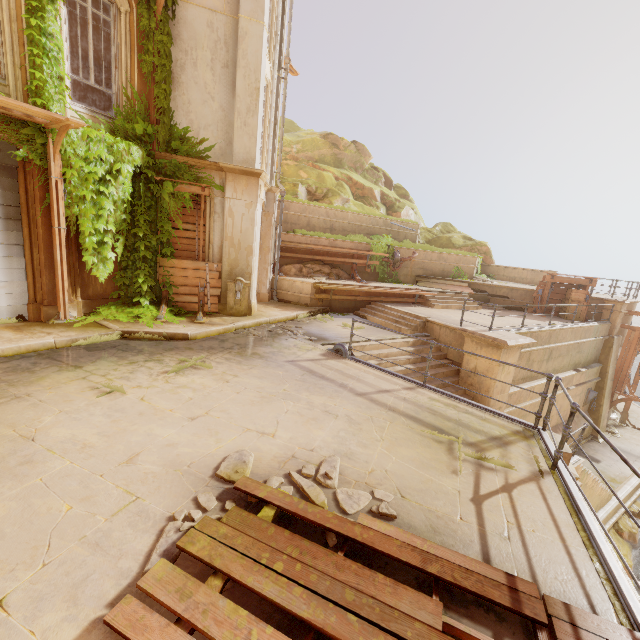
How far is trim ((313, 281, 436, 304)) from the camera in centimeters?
1312cm

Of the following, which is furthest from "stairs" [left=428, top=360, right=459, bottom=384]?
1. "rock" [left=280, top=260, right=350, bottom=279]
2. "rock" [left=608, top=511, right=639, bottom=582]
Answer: "rock" [left=608, top=511, right=639, bottom=582]

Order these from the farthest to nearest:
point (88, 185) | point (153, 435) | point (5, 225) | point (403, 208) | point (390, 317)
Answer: point (403, 208)
point (390, 317)
point (88, 185)
point (5, 225)
point (153, 435)

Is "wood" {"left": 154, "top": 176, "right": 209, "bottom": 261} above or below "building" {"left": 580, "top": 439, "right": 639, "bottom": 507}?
above

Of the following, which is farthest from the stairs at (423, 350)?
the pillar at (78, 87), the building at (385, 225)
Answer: the pillar at (78, 87)

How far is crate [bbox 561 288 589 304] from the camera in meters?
15.5 m

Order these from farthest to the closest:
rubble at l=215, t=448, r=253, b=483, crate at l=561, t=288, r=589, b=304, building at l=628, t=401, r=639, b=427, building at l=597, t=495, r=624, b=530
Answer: building at l=628, t=401, r=639, b=427, crate at l=561, t=288, r=589, b=304, building at l=597, t=495, r=624, b=530, rubble at l=215, t=448, r=253, b=483

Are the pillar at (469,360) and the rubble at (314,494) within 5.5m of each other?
no
